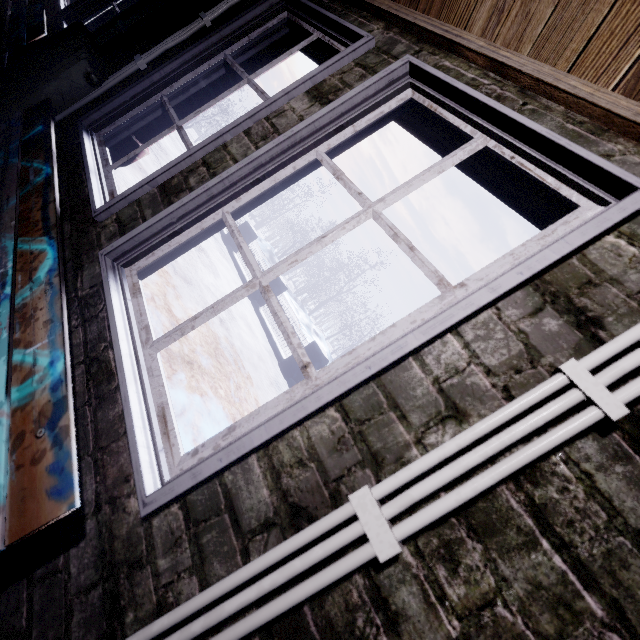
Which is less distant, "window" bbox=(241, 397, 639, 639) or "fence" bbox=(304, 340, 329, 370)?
"window" bbox=(241, 397, 639, 639)

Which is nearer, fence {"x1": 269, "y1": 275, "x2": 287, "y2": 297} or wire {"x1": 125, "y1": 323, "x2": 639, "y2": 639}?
wire {"x1": 125, "y1": 323, "x2": 639, "y2": 639}

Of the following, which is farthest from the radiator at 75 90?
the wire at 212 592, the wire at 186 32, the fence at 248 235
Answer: the fence at 248 235

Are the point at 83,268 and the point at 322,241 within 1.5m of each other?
yes

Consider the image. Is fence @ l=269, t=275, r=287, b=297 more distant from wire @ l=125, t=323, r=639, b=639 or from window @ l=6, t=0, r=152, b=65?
wire @ l=125, t=323, r=639, b=639

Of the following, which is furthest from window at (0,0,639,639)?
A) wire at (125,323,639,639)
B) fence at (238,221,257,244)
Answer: fence at (238,221,257,244)

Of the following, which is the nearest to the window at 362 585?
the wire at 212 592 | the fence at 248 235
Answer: the wire at 212 592
